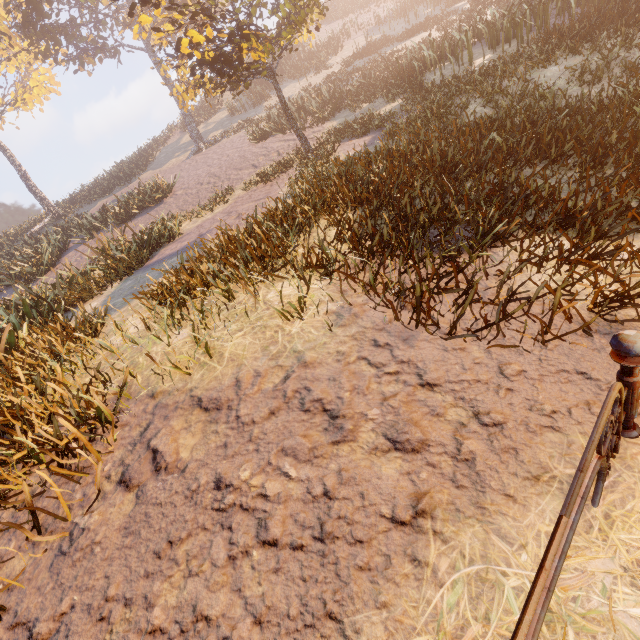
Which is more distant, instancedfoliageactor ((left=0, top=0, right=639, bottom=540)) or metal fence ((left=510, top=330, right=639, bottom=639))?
instancedfoliageactor ((left=0, top=0, right=639, bottom=540))

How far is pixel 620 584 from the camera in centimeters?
135cm

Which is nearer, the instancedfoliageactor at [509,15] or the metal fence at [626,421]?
the metal fence at [626,421]

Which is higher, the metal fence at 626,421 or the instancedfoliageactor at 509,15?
the instancedfoliageactor at 509,15

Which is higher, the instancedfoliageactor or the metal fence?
the instancedfoliageactor
